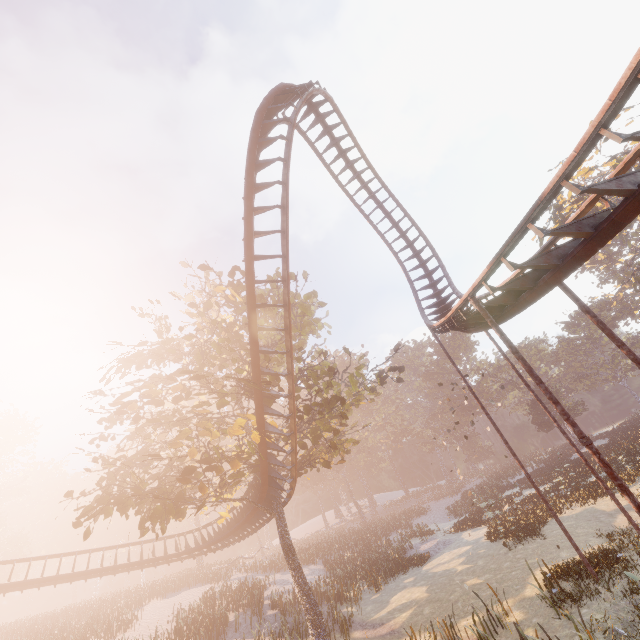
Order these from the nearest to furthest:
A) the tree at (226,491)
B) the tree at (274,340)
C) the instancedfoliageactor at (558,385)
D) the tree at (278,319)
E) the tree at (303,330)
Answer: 1. the tree at (226,491)
2. the tree at (303,330)
3. the tree at (274,340)
4. the tree at (278,319)
5. the instancedfoliageactor at (558,385)

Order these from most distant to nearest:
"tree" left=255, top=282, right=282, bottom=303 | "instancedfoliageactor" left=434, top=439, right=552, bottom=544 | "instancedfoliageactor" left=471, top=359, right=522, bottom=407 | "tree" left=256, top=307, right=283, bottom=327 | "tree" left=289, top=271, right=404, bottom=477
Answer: "instancedfoliageactor" left=471, top=359, right=522, bottom=407 < "instancedfoliageactor" left=434, top=439, right=552, bottom=544 < "tree" left=256, top=307, right=283, bottom=327 < "tree" left=255, top=282, right=282, bottom=303 < "tree" left=289, top=271, right=404, bottom=477

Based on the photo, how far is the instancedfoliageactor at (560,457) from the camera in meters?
21.2

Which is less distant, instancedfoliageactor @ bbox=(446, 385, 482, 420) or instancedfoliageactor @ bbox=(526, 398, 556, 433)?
instancedfoliageactor @ bbox=(526, 398, 556, 433)

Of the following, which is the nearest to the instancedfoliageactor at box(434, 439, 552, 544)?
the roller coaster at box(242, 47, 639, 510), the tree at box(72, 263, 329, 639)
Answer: the tree at box(72, 263, 329, 639)

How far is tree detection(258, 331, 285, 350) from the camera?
16.6 meters

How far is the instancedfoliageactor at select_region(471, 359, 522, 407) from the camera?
55.34m

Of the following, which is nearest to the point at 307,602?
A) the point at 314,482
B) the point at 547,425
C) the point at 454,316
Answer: the point at 454,316
